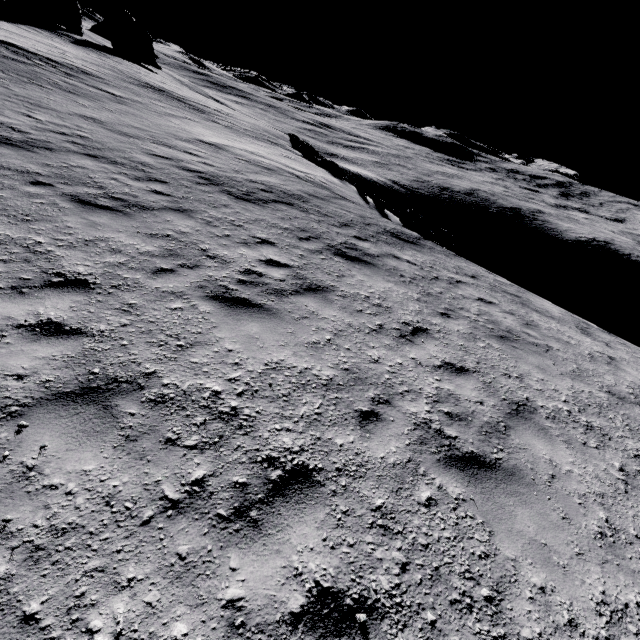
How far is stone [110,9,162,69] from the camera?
47.8 meters

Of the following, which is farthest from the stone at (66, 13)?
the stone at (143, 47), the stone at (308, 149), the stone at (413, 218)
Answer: the stone at (413, 218)

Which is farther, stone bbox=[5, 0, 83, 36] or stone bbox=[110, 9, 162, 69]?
stone bbox=[110, 9, 162, 69]

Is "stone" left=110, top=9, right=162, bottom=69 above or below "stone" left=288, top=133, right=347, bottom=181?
above

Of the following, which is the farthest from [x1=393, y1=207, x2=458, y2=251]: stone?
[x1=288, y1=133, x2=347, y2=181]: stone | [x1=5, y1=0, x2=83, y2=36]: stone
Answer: [x1=5, y1=0, x2=83, y2=36]: stone

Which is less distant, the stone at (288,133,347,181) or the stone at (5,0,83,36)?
the stone at (288,133,347,181)

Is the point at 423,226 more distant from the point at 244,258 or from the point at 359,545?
the point at 359,545
